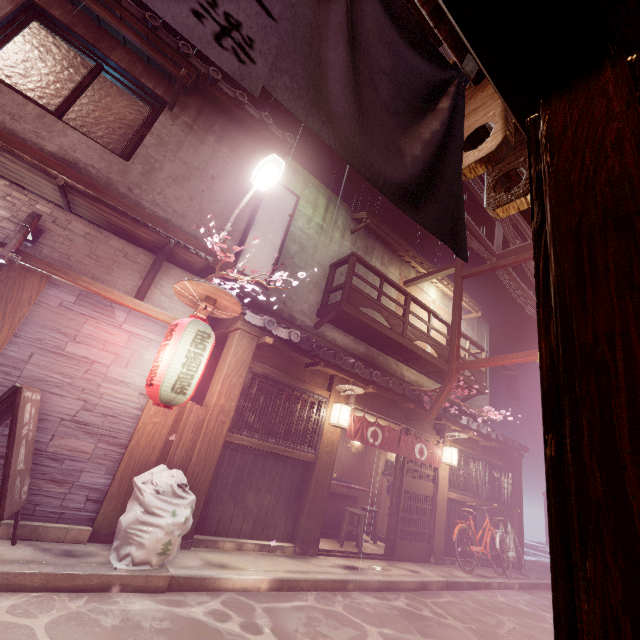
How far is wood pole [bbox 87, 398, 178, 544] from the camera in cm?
723

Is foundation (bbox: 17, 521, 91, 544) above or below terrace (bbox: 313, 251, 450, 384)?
below

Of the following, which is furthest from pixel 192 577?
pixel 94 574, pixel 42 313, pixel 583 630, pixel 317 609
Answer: pixel 583 630

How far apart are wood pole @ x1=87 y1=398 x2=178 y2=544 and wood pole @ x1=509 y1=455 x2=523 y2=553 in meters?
20.0

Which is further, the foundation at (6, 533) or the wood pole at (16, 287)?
the wood pole at (16, 287)

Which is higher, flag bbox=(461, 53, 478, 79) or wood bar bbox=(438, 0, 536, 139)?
flag bbox=(461, 53, 478, 79)

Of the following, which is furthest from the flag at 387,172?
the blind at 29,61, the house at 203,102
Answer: the blind at 29,61

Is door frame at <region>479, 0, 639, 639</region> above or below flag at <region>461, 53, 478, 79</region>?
below
